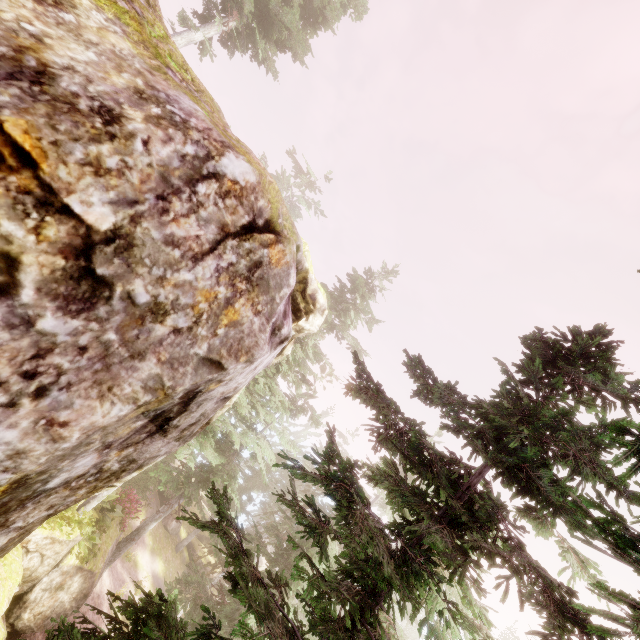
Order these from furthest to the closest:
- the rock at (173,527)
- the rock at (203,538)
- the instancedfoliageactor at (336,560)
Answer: the rock at (203,538) → the rock at (173,527) → the instancedfoliageactor at (336,560)

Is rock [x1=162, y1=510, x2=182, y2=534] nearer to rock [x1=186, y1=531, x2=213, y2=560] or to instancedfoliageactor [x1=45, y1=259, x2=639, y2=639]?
instancedfoliageactor [x1=45, y1=259, x2=639, y2=639]

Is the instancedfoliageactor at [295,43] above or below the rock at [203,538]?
above

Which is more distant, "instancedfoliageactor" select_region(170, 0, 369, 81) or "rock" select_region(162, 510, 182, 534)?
"rock" select_region(162, 510, 182, 534)

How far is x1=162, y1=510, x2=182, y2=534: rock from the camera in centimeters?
2934cm

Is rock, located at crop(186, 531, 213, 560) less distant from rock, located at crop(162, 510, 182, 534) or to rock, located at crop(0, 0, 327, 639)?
rock, located at crop(162, 510, 182, 534)

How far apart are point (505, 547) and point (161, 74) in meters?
8.8
